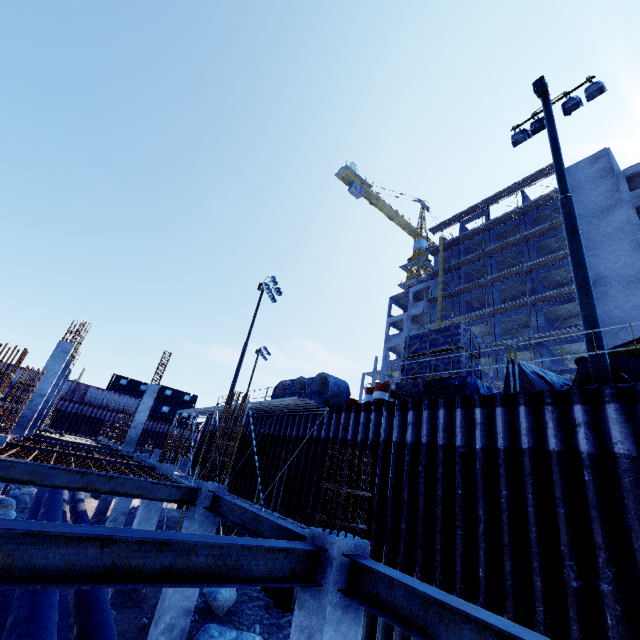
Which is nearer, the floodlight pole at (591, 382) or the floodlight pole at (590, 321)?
the floodlight pole at (591, 382)

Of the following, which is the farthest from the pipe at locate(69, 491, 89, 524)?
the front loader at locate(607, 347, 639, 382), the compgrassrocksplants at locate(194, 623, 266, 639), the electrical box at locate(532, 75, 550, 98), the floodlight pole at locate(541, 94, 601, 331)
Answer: the electrical box at locate(532, 75, 550, 98)

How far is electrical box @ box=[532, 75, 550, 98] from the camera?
11.01m

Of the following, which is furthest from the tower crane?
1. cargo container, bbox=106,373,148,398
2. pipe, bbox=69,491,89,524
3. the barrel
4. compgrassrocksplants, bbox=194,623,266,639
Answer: compgrassrocksplants, bbox=194,623,266,639

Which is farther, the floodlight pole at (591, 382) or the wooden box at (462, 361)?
the wooden box at (462, 361)

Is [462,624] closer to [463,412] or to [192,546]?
[192,546]

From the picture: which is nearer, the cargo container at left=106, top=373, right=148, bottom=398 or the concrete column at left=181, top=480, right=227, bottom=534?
the concrete column at left=181, top=480, right=227, bottom=534

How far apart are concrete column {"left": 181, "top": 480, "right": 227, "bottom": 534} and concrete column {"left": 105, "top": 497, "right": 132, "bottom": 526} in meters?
9.3 m
